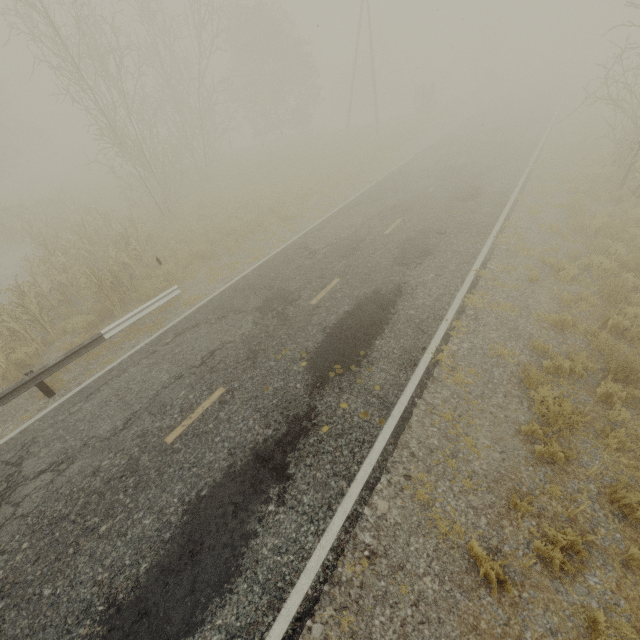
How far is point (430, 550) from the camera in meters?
4.6
